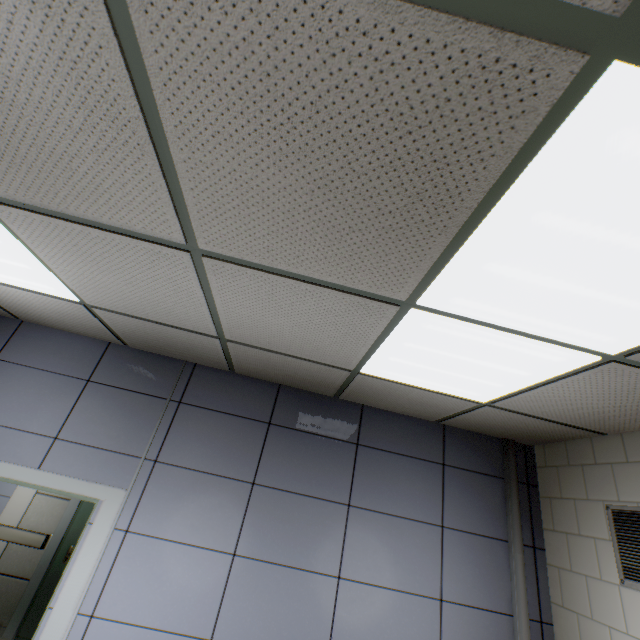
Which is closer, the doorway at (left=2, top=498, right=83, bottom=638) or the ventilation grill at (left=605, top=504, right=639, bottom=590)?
the ventilation grill at (left=605, top=504, right=639, bottom=590)

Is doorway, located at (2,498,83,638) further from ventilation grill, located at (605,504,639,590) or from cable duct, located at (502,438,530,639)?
ventilation grill, located at (605,504,639,590)

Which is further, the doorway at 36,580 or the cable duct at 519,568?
the doorway at 36,580

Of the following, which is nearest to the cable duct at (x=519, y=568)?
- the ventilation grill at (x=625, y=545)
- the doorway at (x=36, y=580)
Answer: the ventilation grill at (x=625, y=545)

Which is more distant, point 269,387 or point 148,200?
point 269,387

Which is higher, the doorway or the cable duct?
the cable duct
